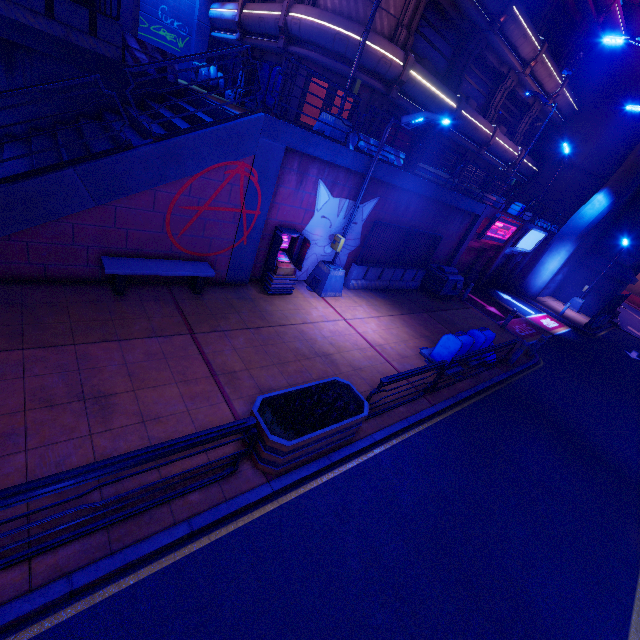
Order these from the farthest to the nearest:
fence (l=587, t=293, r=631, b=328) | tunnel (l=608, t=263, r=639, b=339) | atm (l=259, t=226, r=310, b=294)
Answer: tunnel (l=608, t=263, r=639, b=339)
fence (l=587, t=293, r=631, b=328)
atm (l=259, t=226, r=310, b=294)

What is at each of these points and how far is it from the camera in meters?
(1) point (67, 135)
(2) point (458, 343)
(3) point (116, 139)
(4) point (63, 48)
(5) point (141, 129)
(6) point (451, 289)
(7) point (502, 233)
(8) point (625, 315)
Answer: (1) stair, 9.4
(2) trash can, 9.6
(3) stair, 9.1
(4) beam, 9.4
(5) stair, 9.2
(6) generator, 16.2
(7) sign, 18.5
(8) tunnel, 36.8

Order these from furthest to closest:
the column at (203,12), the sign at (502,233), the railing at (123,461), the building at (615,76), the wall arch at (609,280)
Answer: the wall arch at (609,280)
the building at (615,76)
the column at (203,12)
the sign at (502,233)
the railing at (123,461)

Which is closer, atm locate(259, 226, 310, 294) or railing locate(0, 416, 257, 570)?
railing locate(0, 416, 257, 570)

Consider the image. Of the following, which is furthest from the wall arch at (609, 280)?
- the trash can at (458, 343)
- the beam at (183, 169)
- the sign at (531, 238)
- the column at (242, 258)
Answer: the column at (242, 258)

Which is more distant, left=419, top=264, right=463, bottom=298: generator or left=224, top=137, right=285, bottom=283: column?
left=419, top=264, right=463, bottom=298: generator

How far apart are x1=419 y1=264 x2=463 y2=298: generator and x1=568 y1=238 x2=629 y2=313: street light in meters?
15.9

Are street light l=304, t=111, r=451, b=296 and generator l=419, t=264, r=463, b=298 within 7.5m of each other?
yes
